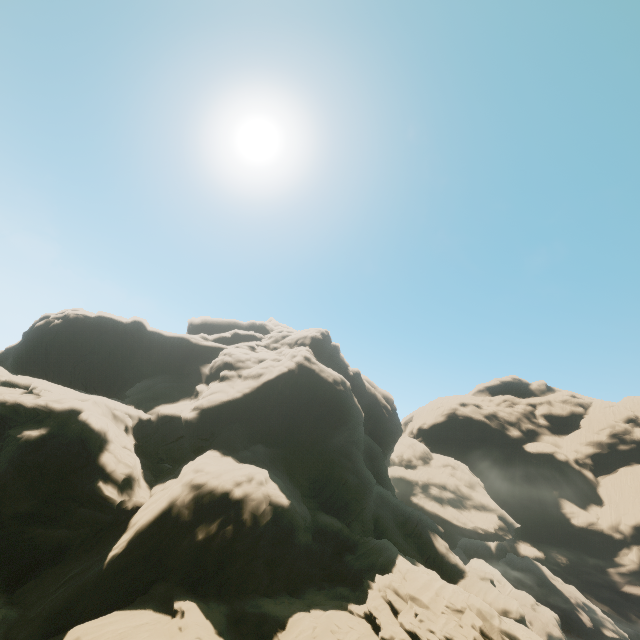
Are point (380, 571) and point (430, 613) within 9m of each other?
yes
